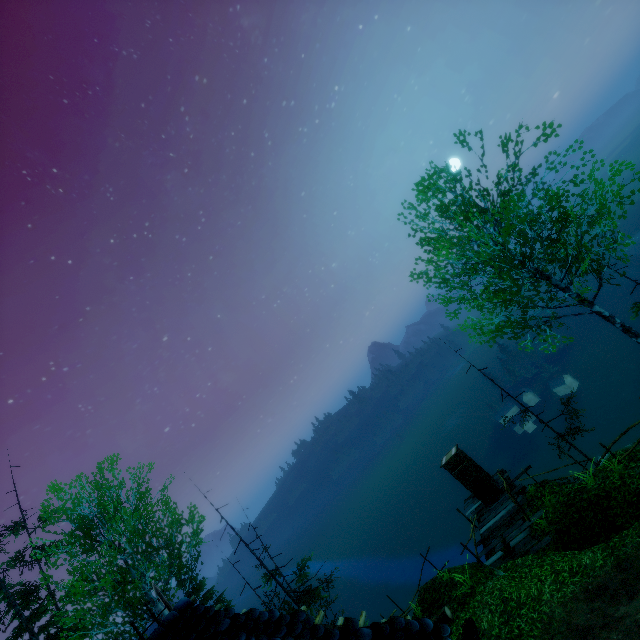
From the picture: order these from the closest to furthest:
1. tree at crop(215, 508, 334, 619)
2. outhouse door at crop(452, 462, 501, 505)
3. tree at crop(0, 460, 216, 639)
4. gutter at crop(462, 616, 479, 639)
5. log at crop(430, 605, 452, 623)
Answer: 1. gutter at crop(462, 616, 479, 639)
2. log at crop(430, 605, 452, 623)
3. tree at crop(0, 460, 216, 639)
4. outhouse door at crop(452, 462, 501, 505)
5. tree at crop(215, 508, 334, 619)

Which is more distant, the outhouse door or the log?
the outhouse door

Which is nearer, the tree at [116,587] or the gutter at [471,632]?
the gutter at [471,632]

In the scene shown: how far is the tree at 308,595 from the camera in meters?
16.6

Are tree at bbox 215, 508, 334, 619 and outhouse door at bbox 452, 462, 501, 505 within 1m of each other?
no

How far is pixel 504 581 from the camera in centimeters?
1088cm

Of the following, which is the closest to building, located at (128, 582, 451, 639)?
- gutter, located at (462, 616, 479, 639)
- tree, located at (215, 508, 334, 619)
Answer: gutter, located at (462, 616, 479, 639)

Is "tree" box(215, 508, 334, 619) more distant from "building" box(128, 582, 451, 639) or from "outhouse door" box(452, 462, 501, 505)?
"building" box(128, 582, 451, 639)
